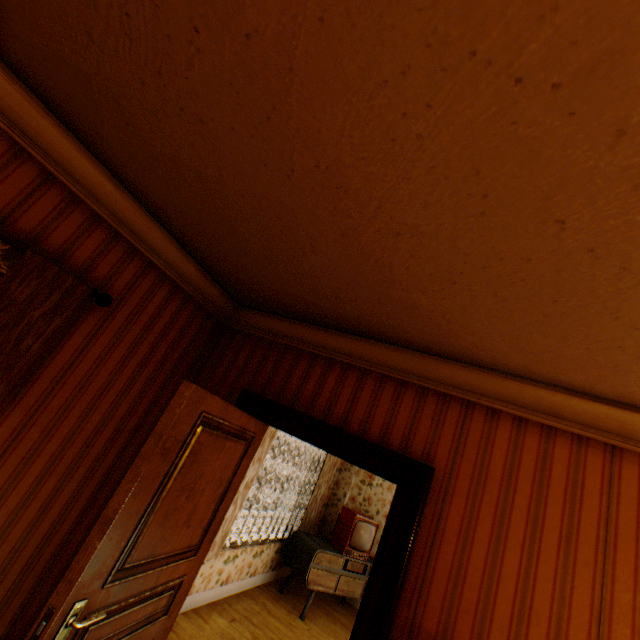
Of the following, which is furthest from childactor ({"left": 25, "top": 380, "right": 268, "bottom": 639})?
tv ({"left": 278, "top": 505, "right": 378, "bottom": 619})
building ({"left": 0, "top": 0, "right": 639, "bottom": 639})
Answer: tv ({"left": 278, "top": 505, "right": 378, "bottom": 619})

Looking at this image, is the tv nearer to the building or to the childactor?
the building

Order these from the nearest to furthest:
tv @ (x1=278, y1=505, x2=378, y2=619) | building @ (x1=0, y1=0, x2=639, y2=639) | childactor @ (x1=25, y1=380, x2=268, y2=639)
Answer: building @ (x1=0, y1=0, x2=639, y2=639)
childactor @ (x1=25, y1=380, x2=268, y2=639)
tv @ (x1=278, y1=505, x2=378, y2=619)

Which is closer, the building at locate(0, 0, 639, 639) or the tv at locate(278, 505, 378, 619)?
the building at locate(0, 0, 639, 639)

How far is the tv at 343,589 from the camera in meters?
5.1

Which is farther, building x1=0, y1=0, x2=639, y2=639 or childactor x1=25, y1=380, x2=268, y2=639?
childactor x1=25, y1=380, x2=268, y2=639

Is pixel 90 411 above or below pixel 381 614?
above

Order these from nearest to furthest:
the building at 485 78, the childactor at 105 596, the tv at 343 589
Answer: the building at 485 78
the childactor at 105 596
the tv at 343 589
